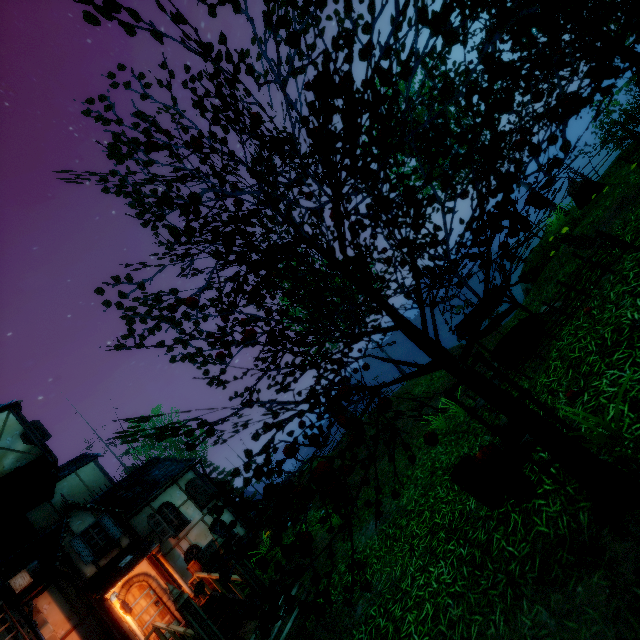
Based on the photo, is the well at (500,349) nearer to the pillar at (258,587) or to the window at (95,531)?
the pillar at (258,587)

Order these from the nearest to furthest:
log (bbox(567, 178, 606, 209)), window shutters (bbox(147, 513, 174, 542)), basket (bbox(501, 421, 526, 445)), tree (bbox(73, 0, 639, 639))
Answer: tree (bbox(73, 0, 639, 639)) → basket (bbox(501, 421, 526, 445)) → log (bbox(567, 178, 606, 209)) → window shutters (bbox(147, 513, 174, 542))

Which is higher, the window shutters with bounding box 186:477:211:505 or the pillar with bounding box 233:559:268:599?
the window shutters with bounding box 186:477:211:505

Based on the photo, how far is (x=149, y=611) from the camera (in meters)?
11.77

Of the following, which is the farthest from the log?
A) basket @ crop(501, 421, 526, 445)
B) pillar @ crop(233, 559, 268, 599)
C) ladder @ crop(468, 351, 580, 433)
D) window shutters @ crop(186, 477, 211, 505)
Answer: window shutters @ crop(186, 477, 211, 505)

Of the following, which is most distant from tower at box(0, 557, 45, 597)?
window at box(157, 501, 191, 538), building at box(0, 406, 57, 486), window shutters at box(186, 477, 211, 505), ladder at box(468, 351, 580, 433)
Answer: ladder at box(468, 351, 580, 433)

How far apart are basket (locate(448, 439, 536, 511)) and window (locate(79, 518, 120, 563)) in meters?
14.5

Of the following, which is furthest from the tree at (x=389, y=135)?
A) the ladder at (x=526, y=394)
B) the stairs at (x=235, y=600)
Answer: the stairs at (x=235, y=600)
